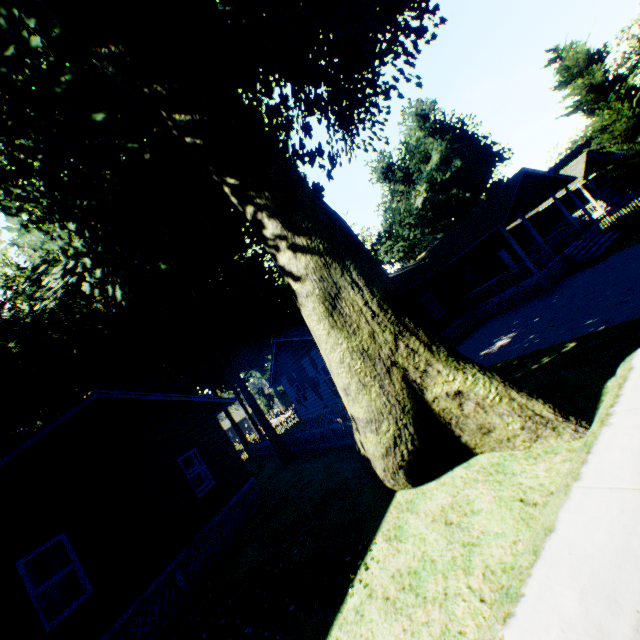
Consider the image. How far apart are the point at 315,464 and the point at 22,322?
19.5 meters

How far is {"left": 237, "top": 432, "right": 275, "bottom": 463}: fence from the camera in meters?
24.5 m

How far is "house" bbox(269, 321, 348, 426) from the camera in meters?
18.8 m

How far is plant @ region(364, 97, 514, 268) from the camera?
44.31m

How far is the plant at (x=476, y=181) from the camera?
44.3m

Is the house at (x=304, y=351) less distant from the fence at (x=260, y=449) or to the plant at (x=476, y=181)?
the fence at (x=260, y=449)

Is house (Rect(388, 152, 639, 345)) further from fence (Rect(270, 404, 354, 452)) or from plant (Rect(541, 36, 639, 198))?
plant (Rect(541, 36, 639, 198))
